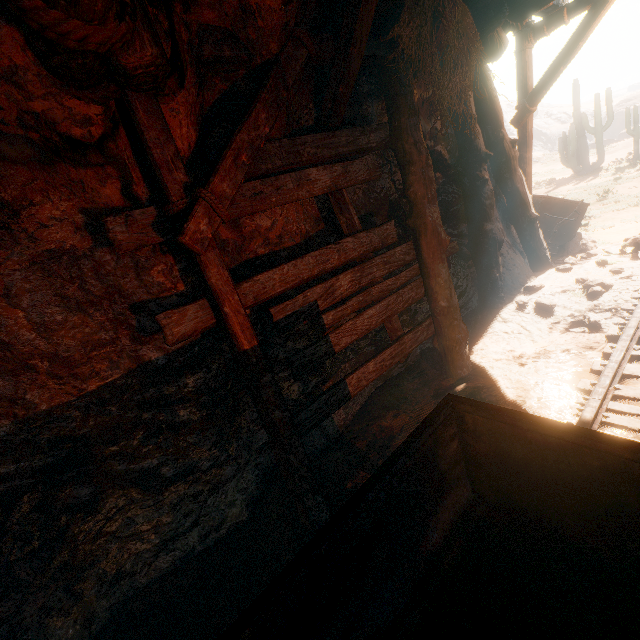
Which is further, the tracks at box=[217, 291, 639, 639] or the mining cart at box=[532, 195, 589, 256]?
the mining cart at box=[532, 195, 589, 256]

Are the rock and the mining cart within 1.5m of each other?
yes

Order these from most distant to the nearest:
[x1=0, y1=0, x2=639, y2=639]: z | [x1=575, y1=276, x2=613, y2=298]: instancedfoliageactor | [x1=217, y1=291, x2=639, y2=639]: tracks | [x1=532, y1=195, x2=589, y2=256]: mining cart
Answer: [x1=532, y1=195, x2=589, y2=256]: mining cart, [x1=575, y1=276, x2=613, y2=298]: instancedfoliageactor, [x1=0, y1=0, x2=639, y2=639]: z, [x1=217, y1=291, x2=639, y2=639]: tracks

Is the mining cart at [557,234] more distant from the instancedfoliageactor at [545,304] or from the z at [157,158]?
the instancedfoliageactor at [545,304]

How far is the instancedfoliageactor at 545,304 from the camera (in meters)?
5.09

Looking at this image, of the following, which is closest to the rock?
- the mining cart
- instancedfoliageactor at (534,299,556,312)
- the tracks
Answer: the mining cart

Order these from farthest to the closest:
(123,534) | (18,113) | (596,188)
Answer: (596,188), (123,534), (18,113)

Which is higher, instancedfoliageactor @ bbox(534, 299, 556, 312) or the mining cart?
the mining cart
